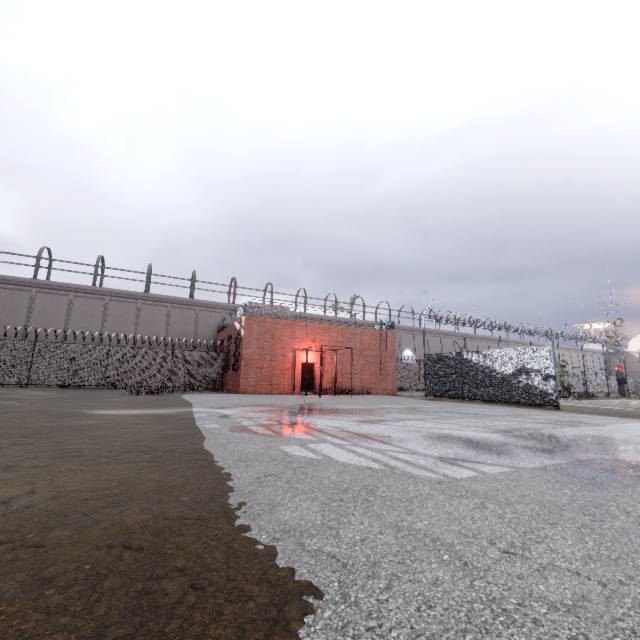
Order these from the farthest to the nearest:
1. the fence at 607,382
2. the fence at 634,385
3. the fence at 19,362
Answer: the fence at 634,385
the fence at 607,382
the fence at 19,362

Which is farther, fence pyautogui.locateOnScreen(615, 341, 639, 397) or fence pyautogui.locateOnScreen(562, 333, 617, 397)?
fence pyautogui.locateOnScreen(615, 341, 639, 397)

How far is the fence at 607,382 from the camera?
30.7m

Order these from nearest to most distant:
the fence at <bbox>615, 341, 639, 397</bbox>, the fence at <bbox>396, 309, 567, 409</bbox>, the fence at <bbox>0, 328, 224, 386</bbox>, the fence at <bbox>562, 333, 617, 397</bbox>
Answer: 1. the fence at <bbox>396, 309, 567, 409</bbox>
2. the fence at <bbox>0, 328, 224, 386</bbox>
3. the fence at <bbox>562, 333, 617, 397</bbox>
4. the fence at <bbox>615, 341, 639, 397</bbox>

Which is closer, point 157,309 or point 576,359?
point 157,309
